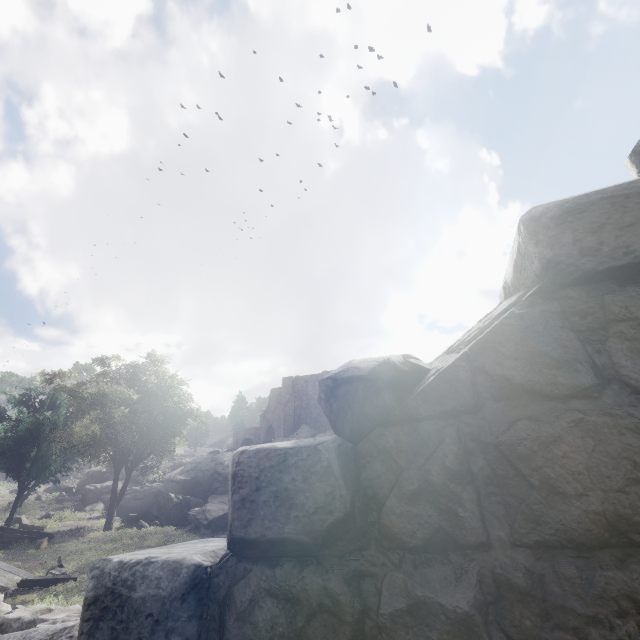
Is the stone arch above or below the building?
above

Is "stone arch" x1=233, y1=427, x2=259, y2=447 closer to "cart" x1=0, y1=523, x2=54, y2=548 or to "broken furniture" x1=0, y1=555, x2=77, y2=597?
"cart" x1=0, y1=523, x2=54, y2=548

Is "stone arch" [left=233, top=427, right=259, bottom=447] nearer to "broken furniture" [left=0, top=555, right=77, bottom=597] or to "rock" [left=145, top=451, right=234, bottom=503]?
"rock" [left=145, top=451, right=234, bottom=503]

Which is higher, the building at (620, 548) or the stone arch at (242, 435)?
the stone arch at (242, 435)

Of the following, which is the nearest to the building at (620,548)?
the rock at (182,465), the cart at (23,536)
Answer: the rock at (182,465)

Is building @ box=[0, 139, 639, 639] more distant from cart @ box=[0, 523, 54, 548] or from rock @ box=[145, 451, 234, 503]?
cart @ box=[0, 523, 54, 548]

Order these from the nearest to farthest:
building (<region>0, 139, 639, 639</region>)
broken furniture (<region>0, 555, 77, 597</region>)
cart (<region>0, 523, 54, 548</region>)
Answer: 1. building (<region>0, 139, 639, 639</region>)
2. broken furniture (<region>0, 555, 77, 597</region>)
3. cart (<region>0, 523, 54, 548</region>)

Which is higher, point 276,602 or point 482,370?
point 482,370
